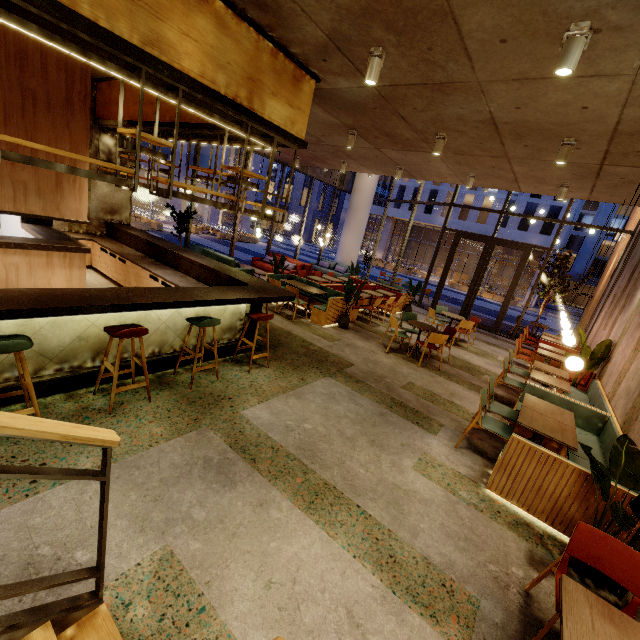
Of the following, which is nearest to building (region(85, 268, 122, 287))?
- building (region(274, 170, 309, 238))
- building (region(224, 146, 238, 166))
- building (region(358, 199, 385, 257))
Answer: building (region(224, 146, 238, 166))

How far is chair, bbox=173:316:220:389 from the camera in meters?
4.3

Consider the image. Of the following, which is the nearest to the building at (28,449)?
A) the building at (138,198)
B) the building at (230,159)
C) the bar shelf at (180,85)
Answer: the bar shelf at (180,85)

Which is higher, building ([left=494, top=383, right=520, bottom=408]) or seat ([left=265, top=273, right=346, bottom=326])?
A: seat ([left=265, top=273, right=346, bottom=326])

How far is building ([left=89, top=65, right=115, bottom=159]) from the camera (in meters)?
7.27

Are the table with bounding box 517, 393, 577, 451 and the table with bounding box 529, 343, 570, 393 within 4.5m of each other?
yes

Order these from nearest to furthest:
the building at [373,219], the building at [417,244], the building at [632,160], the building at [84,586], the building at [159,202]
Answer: the building at [84,586]
the building at [632,160]
the building at [159,202]
the building at [417,244]
the building at [373,219]

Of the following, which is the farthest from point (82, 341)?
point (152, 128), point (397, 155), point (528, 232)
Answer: point (528, 232)
